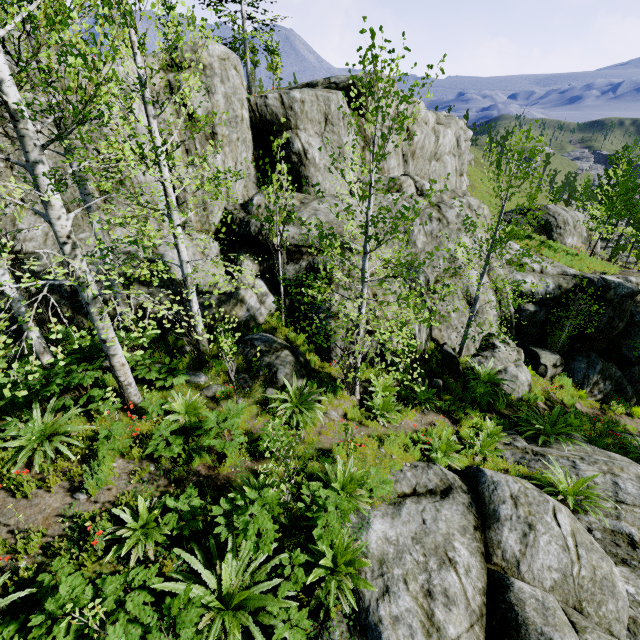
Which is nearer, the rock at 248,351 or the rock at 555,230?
the rock at 248,351

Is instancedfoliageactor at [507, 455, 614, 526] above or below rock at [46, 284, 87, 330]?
below

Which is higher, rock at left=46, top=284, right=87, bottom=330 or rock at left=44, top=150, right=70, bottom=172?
rock at left=44, top=150, right=70, bottom=172

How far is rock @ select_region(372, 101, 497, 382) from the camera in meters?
11.4 m

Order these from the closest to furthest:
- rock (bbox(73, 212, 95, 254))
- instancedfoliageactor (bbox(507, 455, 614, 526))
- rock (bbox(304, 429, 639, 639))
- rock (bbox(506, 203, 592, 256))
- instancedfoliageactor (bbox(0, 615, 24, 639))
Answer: instancedfoliageactor (bbox(0, 615, 24, 639))
rock (bbox(304, 429, 639, 639))
instancedfoliageactor (bbox(507, 455, 614, 526))
rock (bbox(73, 212, 95, 254))
rock (bbox(506, 203, 592, 256))

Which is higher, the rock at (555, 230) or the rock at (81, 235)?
the rock at (81, 235)

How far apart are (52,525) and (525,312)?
17.11m
